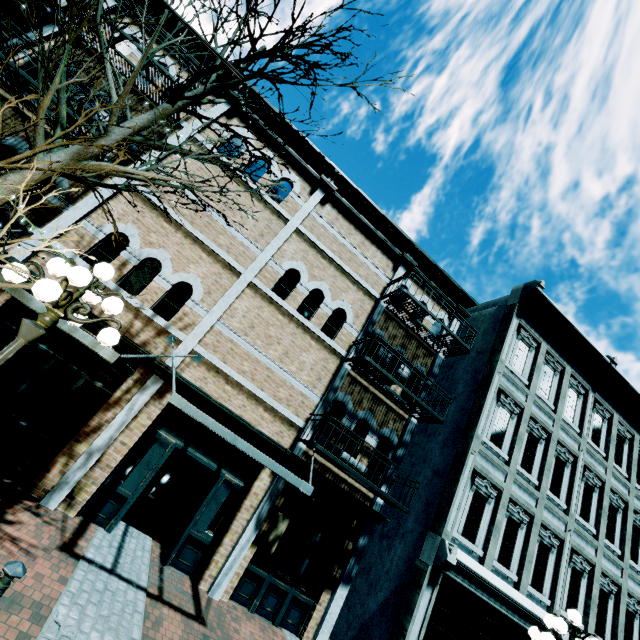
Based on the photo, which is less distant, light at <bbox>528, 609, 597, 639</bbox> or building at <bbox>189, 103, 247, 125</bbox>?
light at <bbox>528, 609, 597, 639</bbox>

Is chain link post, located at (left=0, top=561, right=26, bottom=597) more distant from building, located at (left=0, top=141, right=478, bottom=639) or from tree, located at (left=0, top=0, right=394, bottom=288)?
building, located at (left=0, top=141, right=478, bottom=639)

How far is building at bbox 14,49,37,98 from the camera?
6.82m

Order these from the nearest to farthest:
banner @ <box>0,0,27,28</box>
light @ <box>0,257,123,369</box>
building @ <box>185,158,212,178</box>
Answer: light @ <box>0,257,123,369</box>
banner @ <box>0,0,27,28</box>
building @ <box>185,158,212,178</box>

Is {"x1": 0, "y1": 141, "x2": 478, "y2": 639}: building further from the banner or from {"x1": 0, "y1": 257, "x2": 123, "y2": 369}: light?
{"x1": 0, "y1": 257, "x2": 123, "y2": 369}: light

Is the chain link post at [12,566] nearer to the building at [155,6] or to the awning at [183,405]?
the awning at [183,405]

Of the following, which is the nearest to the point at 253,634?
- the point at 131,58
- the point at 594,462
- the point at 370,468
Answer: the point at 370,468

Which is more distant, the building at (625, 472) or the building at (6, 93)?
the building at (625, 472)
